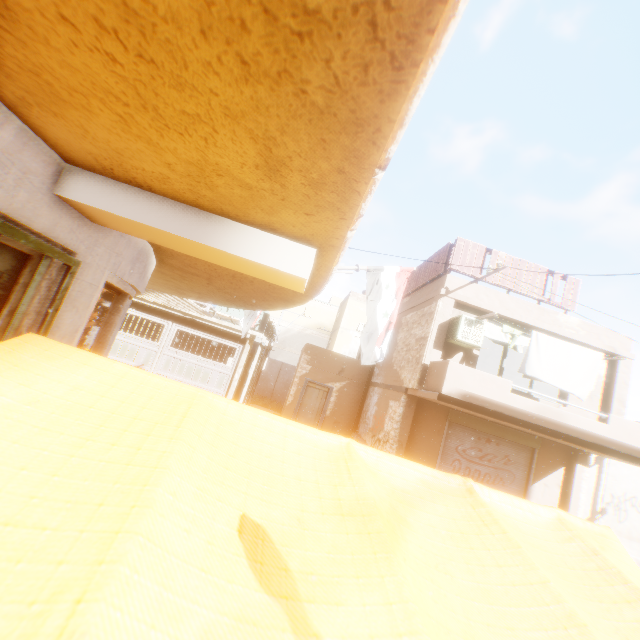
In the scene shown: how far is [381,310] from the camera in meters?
5.6 m

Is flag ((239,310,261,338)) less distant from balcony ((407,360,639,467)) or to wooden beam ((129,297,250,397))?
balcony ((407,360,639,467))

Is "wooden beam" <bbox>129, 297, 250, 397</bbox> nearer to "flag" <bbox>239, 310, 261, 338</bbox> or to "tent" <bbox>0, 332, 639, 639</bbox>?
"tent" <bbox>0, 332, 639, 639</bbox>

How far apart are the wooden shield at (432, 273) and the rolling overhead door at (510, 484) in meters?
0.3 m

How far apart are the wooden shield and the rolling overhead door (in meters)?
0.33

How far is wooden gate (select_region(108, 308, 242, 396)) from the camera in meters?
12.4

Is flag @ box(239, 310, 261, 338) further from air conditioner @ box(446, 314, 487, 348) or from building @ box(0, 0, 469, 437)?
air conditioner @ box(446, 314, 487, 348)

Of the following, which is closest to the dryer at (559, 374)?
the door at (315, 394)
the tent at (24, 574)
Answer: the tent at (24, 574)
